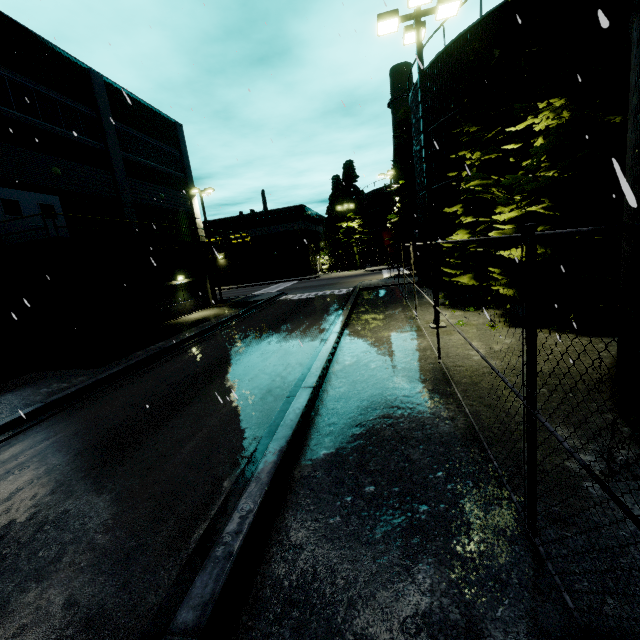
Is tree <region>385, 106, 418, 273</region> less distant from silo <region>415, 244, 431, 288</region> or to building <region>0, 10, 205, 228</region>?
silo <region>415, 244, 431, 288</region>

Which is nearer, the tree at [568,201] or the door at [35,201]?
the tree at [568,201]

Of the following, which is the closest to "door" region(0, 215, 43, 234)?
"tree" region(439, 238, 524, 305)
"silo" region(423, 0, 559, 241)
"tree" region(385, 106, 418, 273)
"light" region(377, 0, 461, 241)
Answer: "silo" region(423, 0, 559, 241)

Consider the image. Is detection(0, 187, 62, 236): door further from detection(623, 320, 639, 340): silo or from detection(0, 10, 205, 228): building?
detection(623, 320, 639, 340): silo

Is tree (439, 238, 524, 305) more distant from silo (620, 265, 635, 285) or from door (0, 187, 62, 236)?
door (0, 187, 62, 236)

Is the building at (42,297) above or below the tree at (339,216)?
below

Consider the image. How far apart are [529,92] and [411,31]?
6.28m
